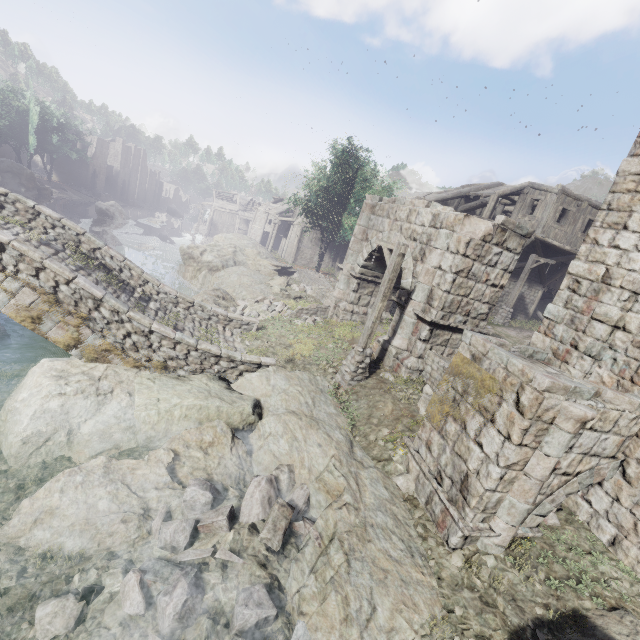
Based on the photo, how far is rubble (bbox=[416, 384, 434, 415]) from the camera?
9.28m

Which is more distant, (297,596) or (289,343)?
(289,343)

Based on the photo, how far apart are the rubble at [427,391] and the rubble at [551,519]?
1.65m

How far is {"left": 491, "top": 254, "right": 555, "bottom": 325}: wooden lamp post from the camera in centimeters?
1955cm

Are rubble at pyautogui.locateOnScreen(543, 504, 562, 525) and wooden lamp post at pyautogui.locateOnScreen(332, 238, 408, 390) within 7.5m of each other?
yes

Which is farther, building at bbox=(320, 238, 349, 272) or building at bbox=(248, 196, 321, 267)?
building at bbox=(248, 196, 321, 267)

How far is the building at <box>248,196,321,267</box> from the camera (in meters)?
39.56

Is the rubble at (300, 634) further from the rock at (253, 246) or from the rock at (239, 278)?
the rock at (253, 246)
